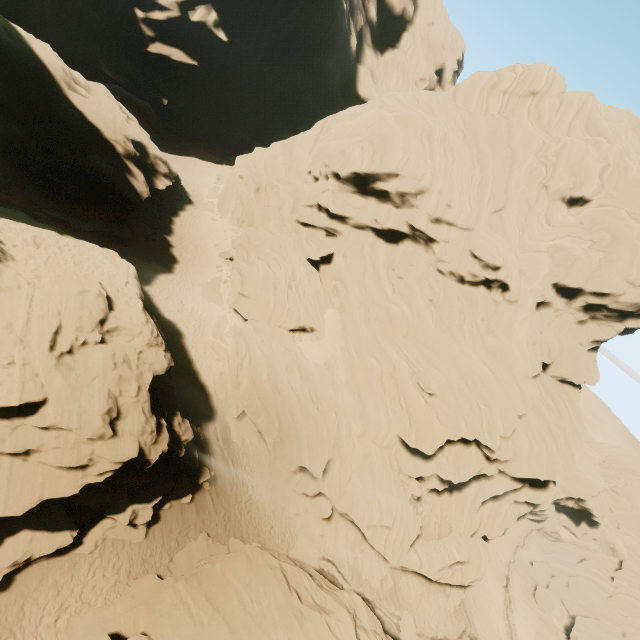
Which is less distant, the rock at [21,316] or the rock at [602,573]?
the rock at [21,316]

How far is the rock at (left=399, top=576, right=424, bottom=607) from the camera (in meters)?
28.39

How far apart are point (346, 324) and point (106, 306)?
20.7m

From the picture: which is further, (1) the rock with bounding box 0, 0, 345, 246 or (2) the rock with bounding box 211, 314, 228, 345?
(2) the rock with bounding box 211, 314, 228, 345

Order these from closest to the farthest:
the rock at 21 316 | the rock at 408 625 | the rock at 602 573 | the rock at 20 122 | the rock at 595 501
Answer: the rock at 21 316
the rock at 20 122
the rock at 408 625
the rock at 595 501
the rock at 602 573

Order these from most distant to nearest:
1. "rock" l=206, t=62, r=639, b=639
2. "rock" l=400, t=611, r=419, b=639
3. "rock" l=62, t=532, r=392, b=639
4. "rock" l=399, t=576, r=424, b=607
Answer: "rock" l=399, t=576, r=424, b=607, "rock" l=206, t=62, r=639, b=639, "rock" l=400, t=611, r=419, b=639, "rock" l=62, t=532, r=392, b=639
